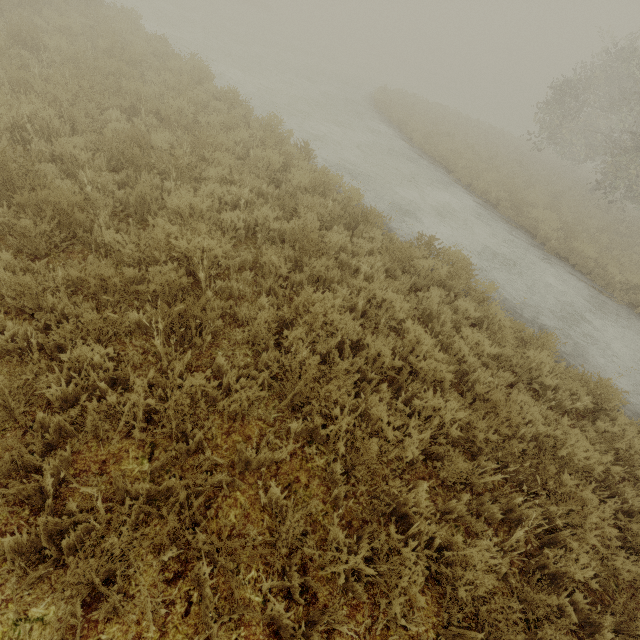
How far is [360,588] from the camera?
2.4m
